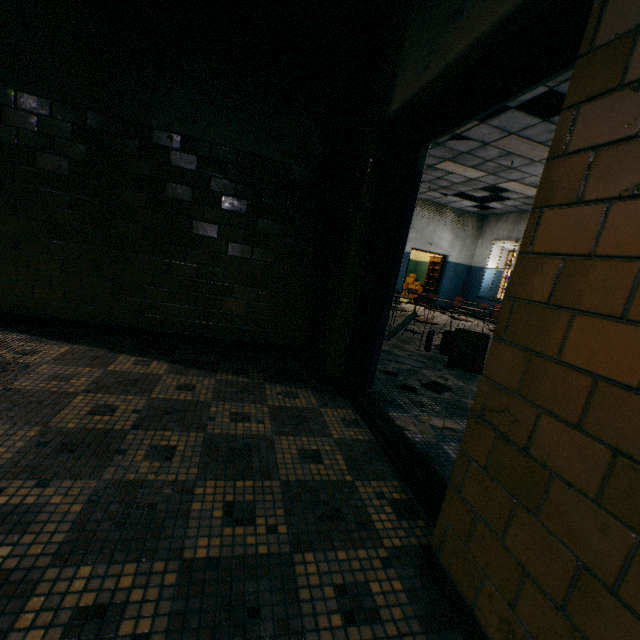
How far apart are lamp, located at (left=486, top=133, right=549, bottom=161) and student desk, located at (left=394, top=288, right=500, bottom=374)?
3.4m

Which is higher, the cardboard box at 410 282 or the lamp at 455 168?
the lamp at 455 168

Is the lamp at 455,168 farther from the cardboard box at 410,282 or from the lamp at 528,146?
the cardboard box at 410,282

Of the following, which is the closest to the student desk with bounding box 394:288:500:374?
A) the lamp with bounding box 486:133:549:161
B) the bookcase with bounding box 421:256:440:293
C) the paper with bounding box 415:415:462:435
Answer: the paper with bounding box 415:415:462:435

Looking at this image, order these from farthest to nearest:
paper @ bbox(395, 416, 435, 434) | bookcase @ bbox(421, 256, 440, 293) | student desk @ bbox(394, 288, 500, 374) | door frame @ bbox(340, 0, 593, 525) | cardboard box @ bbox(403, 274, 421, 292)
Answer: cardboard box @ bbox(403, 274, 421, 292)
bookcase @ bbox(421, 256, 440, 293)
student desk @ bbox(394, 288, 500, 374)
paper @ bbox(395, 416, 435, 434)
door frame @ bbox(340, 0, 593, 525)

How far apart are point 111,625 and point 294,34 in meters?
4.2 m

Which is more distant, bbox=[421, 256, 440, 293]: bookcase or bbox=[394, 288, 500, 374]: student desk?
bbox=[421, 256, 440, 293]: bookcase

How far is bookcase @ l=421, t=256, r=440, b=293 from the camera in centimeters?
1511cm
